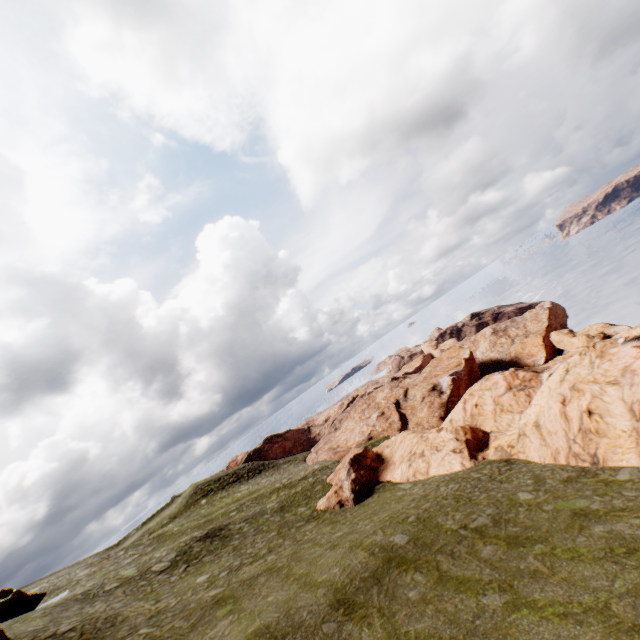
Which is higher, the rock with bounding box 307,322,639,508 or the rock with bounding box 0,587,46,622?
the rock with bounding box 0,587,46,622

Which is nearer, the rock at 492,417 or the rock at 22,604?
the rock at 492,417

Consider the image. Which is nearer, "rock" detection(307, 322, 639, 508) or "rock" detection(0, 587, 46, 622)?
"rock" detection(307, 322, 639, 508)

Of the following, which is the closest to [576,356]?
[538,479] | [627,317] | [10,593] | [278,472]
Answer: [538,479]

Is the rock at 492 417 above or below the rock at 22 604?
below
